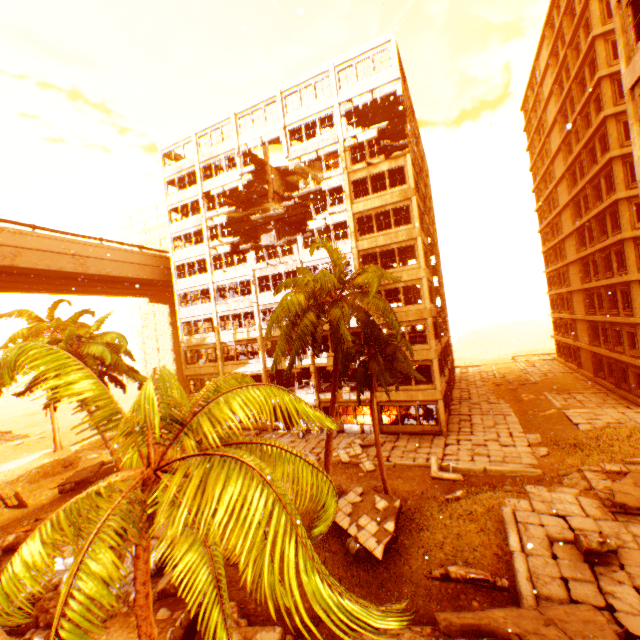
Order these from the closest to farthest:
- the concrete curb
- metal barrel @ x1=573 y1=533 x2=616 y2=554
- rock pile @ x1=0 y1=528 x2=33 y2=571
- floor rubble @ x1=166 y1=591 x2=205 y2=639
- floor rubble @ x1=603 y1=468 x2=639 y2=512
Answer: floor rubble @ x1=166 y1=591 x2=205 y2=639 → the concrete curb → metal barrel @ x1=573 y1=533 x2=616 y2=554 → floor rubble @ x1=603 y1=468 x2=639 y2=512 → rock pile @ x1=0 y1=528 x2=33 y2=571

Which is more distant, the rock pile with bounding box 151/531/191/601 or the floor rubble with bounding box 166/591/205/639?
the rock pile with bounding box 151/531/191/601

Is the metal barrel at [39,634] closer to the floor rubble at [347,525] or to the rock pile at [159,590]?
the rock pile at [159,590]

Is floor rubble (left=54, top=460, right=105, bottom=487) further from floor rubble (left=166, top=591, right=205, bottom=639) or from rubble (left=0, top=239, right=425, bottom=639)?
floor rubble (left=166, top=591, right=205, bottom=639)

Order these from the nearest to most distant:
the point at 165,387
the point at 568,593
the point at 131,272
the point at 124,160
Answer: the point at 165,387
the point at 568,593
the point at 124,160
the point at 131,272

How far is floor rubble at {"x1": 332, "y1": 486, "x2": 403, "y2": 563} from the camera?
12.50m

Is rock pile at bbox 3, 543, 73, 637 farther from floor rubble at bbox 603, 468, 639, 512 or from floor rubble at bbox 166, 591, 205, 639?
floor rubble at bbox 603, 468, 639, 512

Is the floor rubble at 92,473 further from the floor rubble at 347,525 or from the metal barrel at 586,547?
the metal barrel at 586,547
